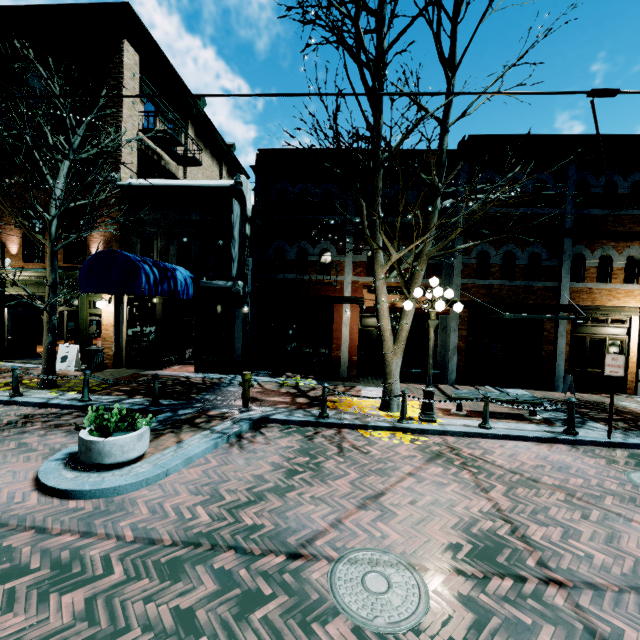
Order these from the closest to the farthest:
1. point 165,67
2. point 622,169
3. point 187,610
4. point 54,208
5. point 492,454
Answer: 1. point 187,610
2. point 492,454
3. point 54,208
4. point 622,169
5. point 165,67

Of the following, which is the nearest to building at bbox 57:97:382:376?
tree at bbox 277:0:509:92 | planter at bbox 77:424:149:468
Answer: tree at bbox 277:0:509:92

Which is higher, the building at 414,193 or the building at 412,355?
the building at 414,193

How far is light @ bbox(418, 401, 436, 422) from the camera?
8.10m

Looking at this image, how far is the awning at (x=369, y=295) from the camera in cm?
1161

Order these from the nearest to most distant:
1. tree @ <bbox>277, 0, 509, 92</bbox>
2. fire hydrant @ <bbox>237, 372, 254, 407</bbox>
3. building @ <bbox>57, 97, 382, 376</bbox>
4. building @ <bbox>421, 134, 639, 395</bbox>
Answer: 1. tree @ <bbox>277, 0, 509, 92</bbox>
2. fire hydrant @ <bbox>237, 372, 254, 407</bbox>
3. building @ <bbox>421, 134, 639, 395</bbox>
4. building @ <bbox>57, 97, 382, 376</bbox>

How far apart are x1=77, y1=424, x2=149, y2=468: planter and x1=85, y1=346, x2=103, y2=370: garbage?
8.1m

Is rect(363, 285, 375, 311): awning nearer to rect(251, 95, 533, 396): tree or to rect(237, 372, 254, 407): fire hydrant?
rect(251, 95, 533, 396): tree
